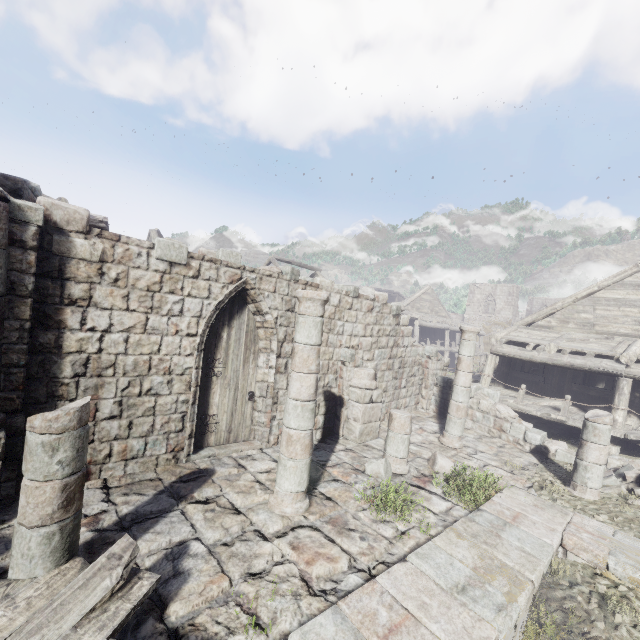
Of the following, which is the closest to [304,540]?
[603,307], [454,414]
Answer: [454,414]

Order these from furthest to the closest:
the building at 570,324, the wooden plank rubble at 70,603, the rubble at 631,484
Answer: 1. the rubble at 631,484
2. the building at 570,324
3. the wooden plank rubble at 70,603

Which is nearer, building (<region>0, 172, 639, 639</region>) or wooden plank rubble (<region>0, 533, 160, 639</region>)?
wooden plank rubble (<region>0, 533, 160, 639</region>)

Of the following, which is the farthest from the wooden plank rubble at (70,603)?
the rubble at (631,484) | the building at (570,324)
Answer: the rubble at (631,484)

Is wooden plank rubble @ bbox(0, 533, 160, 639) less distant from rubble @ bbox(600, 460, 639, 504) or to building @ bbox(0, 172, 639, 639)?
building @ bbox(0, 172, 639, 639)

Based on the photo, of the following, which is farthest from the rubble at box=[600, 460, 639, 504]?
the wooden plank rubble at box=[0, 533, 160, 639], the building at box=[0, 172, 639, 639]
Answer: the wooden plank rubble at box=[0, 533, 160, 639]
